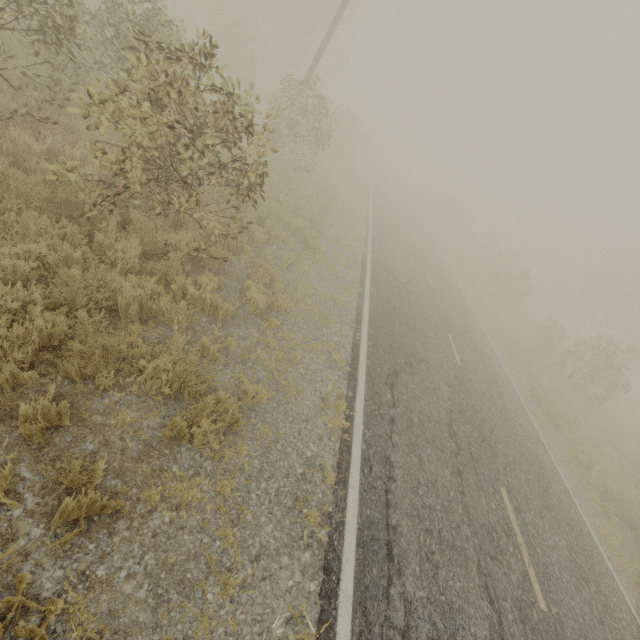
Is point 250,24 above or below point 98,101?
above

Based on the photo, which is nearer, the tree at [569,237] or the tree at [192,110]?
the tree at [192,110]

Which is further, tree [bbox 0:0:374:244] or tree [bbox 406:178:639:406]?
tree [bbox 406:178:639:406]
